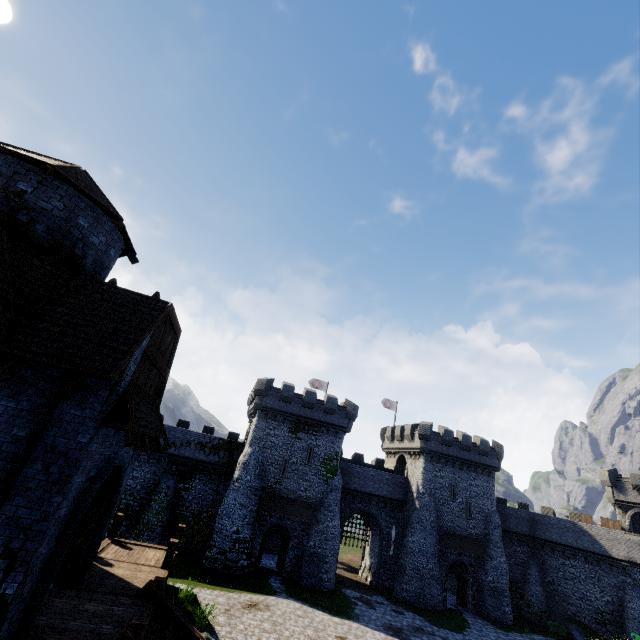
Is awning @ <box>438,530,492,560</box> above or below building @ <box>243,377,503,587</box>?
below

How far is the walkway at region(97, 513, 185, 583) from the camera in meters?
13.5

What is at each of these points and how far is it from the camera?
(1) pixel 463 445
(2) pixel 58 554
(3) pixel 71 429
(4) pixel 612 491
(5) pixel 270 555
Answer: (1) building, 38.03m
(2) double door, 8.00m
(3) building, 7.84m
(4) building tower, 38.16m
(5) building, 35.75m

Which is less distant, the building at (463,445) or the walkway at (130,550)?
the walkway at (130,550)

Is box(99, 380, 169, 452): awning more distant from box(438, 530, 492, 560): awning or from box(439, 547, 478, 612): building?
box(438, 530, 492, 560): awning

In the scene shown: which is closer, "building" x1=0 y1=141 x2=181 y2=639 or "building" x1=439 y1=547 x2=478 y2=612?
"building" x1=0 y1=141 x2=181 y2=639

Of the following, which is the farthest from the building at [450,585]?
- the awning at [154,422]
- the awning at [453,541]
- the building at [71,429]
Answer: the awning at [154,422]

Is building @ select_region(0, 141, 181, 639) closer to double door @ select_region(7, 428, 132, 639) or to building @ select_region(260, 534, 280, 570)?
double door @ select_region(7, 428, 132, 639)
